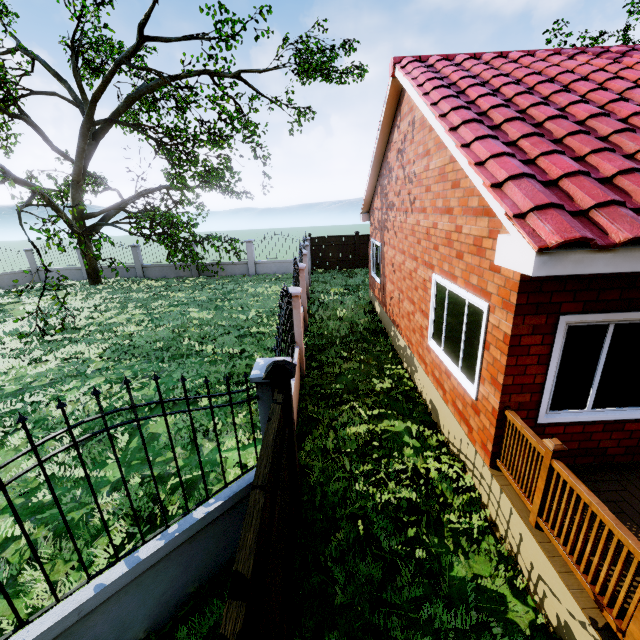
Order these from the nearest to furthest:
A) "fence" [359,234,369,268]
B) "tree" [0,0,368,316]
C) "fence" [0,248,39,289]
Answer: "tree" [0,0,368,316] < "fence" [359,234,369,268] < "fence" [0,248,39,289]

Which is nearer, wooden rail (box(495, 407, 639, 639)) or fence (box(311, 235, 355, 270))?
wooden rail (box(495, 407, 639, 639))

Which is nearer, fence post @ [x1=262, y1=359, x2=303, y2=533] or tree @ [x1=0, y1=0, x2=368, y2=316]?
fence post @ [x1=262, y1=359, x2=303, y2=533]

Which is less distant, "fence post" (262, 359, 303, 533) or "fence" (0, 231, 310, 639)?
"fence" (0, 231, 310, 639)

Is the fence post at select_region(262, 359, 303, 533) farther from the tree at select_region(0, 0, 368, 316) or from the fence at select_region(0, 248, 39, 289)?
the tree at select_region(0, 0, 368, 316)

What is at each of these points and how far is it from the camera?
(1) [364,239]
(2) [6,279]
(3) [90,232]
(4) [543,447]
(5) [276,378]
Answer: (1) fence, 20.2 meters
(2) fence, 21.0 meters
(3) tree, 19.1 meters
(4) wooden rail, 3.3 meters
(5) fence post, 3.3 meters

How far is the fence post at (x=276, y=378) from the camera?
3.3m

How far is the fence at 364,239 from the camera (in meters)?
20.21
